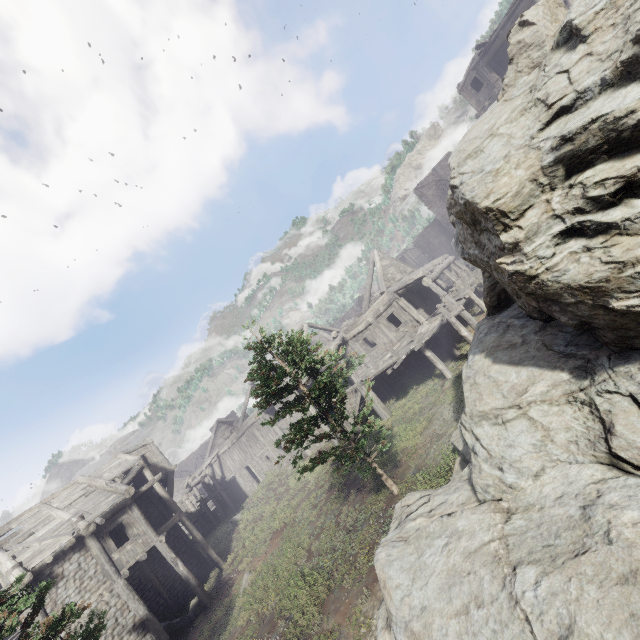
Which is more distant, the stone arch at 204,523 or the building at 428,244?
the stone arch at 204,523

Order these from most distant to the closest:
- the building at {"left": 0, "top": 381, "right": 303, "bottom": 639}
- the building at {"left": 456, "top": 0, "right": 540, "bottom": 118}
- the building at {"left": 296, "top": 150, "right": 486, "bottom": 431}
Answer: A: the building at {"left": 456, "top": 0, "right": 540, "bottom": 118}, the building at {"left": 296, "top": 150, "right": 486, "bottom": 431}, the building at {"left": 0, "top": 381, "right": 303, "bottom": 639}

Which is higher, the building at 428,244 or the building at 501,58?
the building at 501,58

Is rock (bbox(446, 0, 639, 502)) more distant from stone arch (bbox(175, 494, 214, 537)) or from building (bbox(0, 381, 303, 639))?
stone arch (bbox(175, 494, 214, 537))

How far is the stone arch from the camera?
34.7 meters

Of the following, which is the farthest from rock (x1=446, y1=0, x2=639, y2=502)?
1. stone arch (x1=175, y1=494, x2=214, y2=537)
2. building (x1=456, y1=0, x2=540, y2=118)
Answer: stone arch (x1=175, y1=494, x2=214, y2=537)

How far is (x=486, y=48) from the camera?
23.72m
